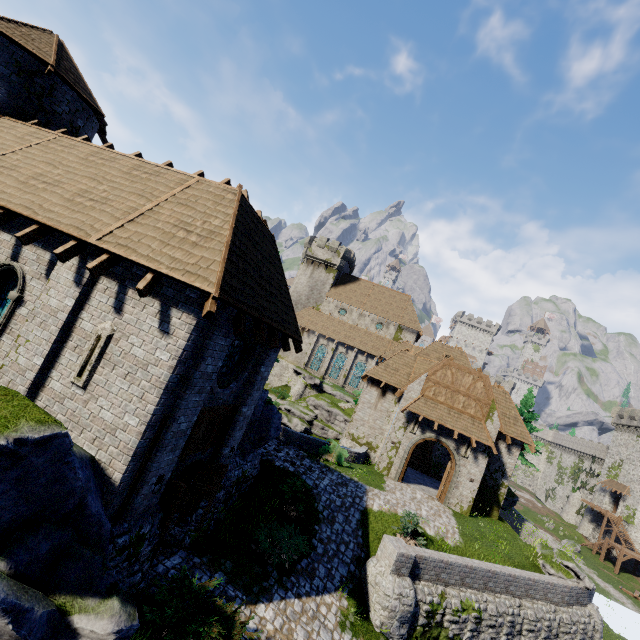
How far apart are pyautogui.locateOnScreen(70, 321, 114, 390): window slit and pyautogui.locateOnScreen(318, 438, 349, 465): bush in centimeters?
1474cm

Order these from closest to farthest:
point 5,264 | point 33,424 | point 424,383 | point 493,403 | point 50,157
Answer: point 33,424, point 5,264, point 50,157, point 493,403, point 424,383

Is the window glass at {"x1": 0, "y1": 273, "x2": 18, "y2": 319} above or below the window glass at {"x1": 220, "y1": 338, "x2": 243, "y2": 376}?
below

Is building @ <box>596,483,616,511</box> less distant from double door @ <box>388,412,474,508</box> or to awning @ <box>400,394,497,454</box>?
double door @ <box>388,412,474,508</box>

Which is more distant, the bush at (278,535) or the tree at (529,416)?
the tree at (529,416)

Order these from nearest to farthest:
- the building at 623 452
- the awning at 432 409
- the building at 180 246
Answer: the building at 180 246 → the awning at 432 409 → the building at 623 452

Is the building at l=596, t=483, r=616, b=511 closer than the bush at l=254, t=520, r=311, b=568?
No

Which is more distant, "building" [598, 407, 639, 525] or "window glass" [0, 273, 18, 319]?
"building" [598, 407, 639, 525]
